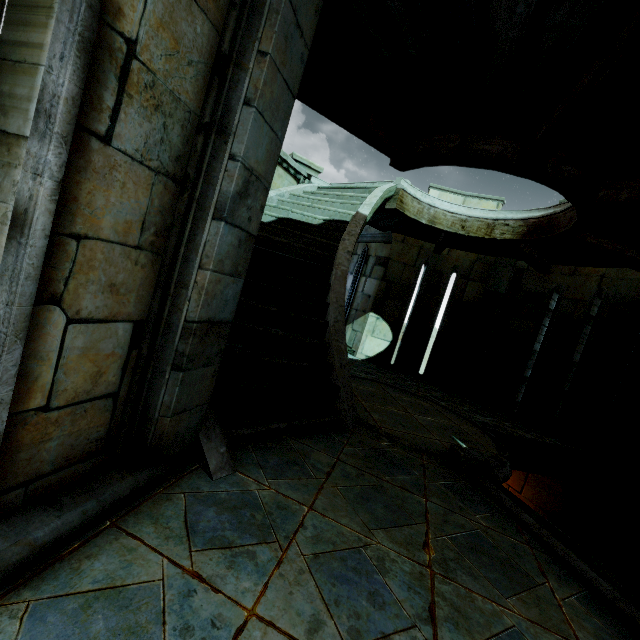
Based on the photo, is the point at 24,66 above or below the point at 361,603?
above

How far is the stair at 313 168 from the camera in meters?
8.1 m

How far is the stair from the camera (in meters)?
8.05
